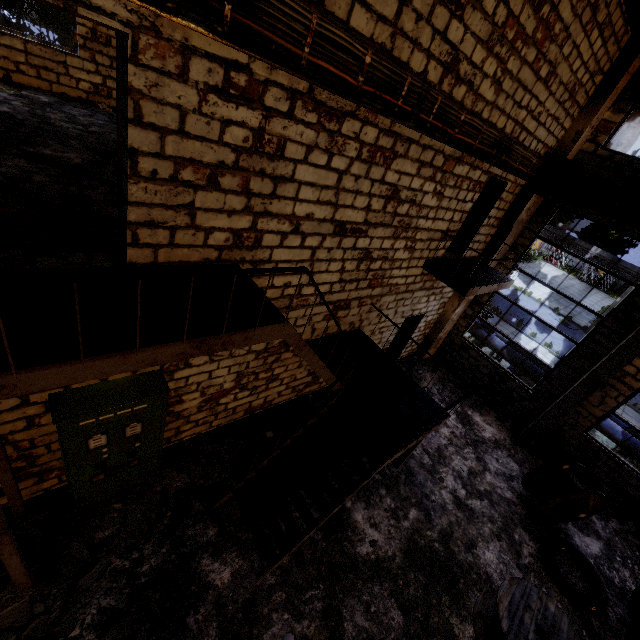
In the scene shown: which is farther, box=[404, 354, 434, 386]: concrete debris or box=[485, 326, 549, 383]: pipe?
box=[485, 326, 549, 383]: pipe

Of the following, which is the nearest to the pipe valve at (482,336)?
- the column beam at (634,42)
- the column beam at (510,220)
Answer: the column beam at (510,220)

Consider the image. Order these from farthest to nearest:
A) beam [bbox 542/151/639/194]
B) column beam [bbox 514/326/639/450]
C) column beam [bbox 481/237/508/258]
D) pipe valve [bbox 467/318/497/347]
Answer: pipe valve [bbox 467/318/497/347] → column beam [bbox 481/237/508/258] → column beam [bbox 514/326/639/450] → beam [bbox 542/151/639/194]

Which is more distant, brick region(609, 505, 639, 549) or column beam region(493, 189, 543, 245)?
column beam region(493, 189, 543, 245)

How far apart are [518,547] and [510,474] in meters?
2.1

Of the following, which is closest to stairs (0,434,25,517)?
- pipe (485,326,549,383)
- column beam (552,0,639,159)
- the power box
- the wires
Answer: the power box

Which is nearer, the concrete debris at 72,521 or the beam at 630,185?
the concrete debris at 72,521

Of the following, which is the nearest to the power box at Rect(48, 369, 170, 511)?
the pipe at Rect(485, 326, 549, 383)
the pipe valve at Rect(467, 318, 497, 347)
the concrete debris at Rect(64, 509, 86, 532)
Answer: the concrete debris at Rect(64, 509, 86, 532)
